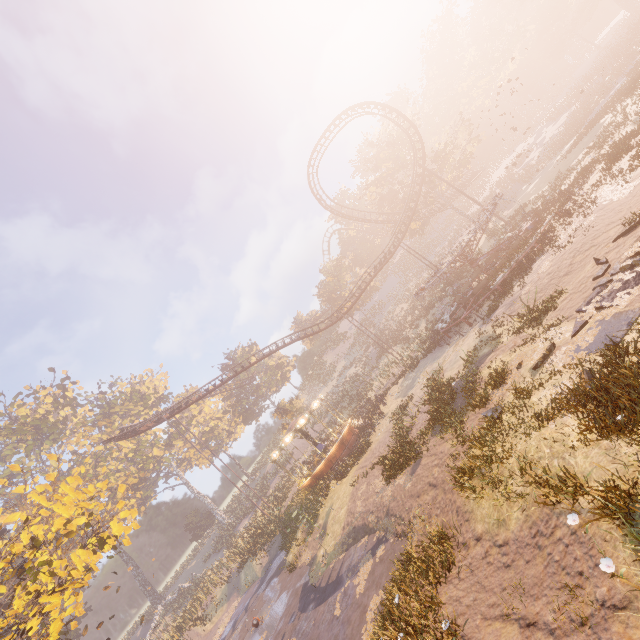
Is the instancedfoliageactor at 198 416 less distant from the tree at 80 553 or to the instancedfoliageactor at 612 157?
the tree at 80 553

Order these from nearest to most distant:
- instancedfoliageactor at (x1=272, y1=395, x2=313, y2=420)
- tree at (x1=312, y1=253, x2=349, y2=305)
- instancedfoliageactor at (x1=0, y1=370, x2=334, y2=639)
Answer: instancedfoliageactor at (x1=0, y1=370, x2=334, y2=639)
instancedfoliageactor at (x1=272, y1=395, x2=313, y2=420)
tree at (x1=312, y1=253, x2=349, y2=305)

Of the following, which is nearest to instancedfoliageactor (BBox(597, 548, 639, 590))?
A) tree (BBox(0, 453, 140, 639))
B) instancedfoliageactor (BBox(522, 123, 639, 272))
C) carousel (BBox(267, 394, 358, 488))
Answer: tree (BBox(0, 453, 140, 639))

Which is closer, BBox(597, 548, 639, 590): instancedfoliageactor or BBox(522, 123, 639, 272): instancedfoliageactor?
BBox(597, 548, 639, 590): instancedfoliageactor

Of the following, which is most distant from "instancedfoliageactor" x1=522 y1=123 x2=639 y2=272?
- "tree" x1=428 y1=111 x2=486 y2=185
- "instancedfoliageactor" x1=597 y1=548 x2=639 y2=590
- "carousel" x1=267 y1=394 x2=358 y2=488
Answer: "carousel" x1=267 y1=394 x2=358 y2=488

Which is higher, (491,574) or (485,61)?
(485,61)

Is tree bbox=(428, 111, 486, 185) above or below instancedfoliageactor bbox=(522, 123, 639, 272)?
above

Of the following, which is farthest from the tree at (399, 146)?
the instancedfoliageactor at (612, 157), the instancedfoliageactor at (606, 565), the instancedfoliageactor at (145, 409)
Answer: the instancedfoliageactor at (606, 565)
